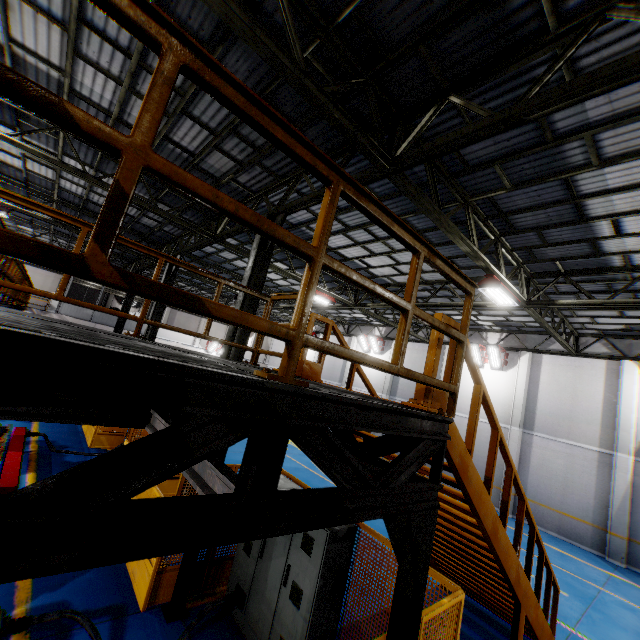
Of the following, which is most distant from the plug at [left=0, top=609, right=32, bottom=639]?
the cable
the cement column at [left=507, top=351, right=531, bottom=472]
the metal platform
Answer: the cement column at [left=507, top=351, right=531, bottom=472]

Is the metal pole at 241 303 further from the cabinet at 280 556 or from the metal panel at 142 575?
the cabinet at 280 556

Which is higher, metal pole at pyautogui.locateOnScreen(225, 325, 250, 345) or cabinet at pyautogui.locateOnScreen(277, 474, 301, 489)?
metal pole at pyautogui.locateOnScreen(225, 325, 250, 345)

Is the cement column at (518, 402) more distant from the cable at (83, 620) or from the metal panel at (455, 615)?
the cable at (83, 620)

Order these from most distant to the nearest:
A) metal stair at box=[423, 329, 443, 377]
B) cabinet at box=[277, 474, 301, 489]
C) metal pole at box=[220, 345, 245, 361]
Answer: metal pole at box=[220, 345, 245, 361], cabinet at box=[277, 474, 301, 489], metal stair at box=[423, 329, 443, 377]

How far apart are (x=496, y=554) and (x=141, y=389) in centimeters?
533cm

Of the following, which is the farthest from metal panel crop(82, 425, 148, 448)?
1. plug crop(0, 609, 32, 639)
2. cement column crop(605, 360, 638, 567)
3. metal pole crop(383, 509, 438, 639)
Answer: cement column crop(605, 360, 638, 567)

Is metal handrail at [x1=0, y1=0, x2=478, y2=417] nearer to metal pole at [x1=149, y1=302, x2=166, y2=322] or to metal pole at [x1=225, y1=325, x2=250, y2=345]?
metal pole at [x1=225, y1=325, x2=250, y2=345]
